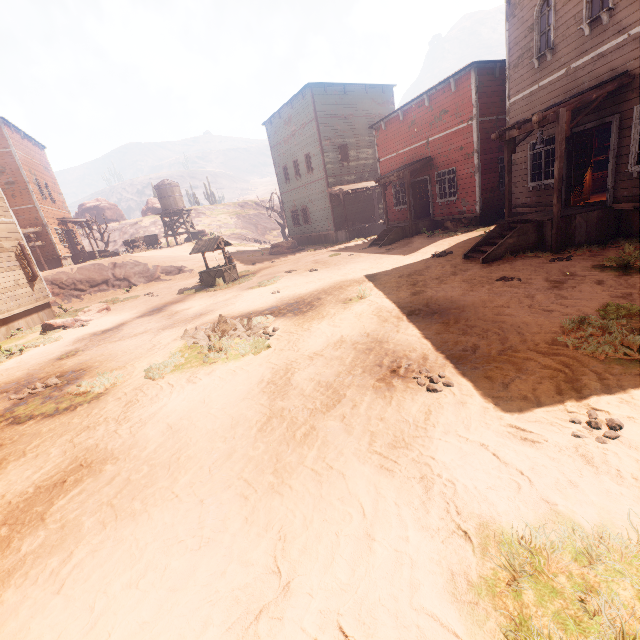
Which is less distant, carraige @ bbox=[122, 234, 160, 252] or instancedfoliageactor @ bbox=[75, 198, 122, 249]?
carraige @ bbox=[122, 234, 160, 252]

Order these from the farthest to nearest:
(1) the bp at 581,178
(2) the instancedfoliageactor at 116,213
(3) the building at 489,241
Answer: (2) the instancedfoliageactor at 116,213, (1) the bp at 581,178, (3) the building at 489,241

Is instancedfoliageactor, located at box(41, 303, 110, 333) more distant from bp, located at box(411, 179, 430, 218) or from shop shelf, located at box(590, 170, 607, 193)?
shop shelf, located at box(590, 170, 607, 193)

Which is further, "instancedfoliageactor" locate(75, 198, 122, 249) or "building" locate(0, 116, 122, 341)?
"instancedfoliageactor" locate(75, 198, 122, 249)

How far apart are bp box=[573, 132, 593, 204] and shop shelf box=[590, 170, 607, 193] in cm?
248

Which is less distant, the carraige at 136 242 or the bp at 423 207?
the bp at 423 207

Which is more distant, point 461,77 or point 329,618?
point 461,77

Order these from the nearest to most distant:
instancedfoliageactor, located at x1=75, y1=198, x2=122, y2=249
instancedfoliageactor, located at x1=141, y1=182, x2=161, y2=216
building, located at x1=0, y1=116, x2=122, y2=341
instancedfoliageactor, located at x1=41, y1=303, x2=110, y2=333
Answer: instancedfoliageactor, located at x1=41, y1=303, x2=110, y2=333 < building, located at x1=0, y1=116, x2=122, y2=341 < instancedfoliageactor, located at x1=75, y1=198, x2=122, y2=249 < instancedfoliageactor, located at x1=141, y1=182, x2=161, y2=216
